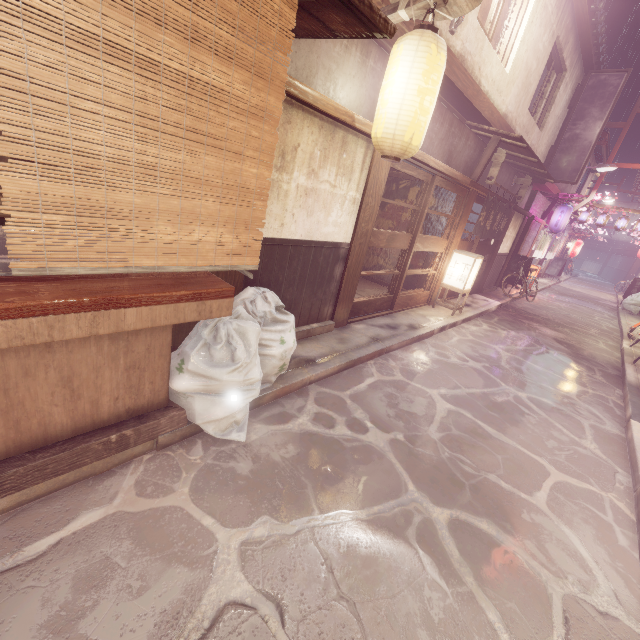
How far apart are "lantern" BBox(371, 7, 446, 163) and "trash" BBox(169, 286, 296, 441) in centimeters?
356cm

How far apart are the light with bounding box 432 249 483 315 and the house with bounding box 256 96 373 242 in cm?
703

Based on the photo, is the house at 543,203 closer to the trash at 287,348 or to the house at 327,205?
the house at 327,205

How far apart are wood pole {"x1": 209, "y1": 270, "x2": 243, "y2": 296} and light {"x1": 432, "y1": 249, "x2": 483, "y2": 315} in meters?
10.5 m

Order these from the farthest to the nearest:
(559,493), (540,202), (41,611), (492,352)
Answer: (540,202), (492,352), (559,493), (41,611)

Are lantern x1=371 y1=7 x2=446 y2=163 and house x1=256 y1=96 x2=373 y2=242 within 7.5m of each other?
yes

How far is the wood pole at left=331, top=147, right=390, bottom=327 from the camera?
8.3m

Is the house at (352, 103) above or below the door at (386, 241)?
above
